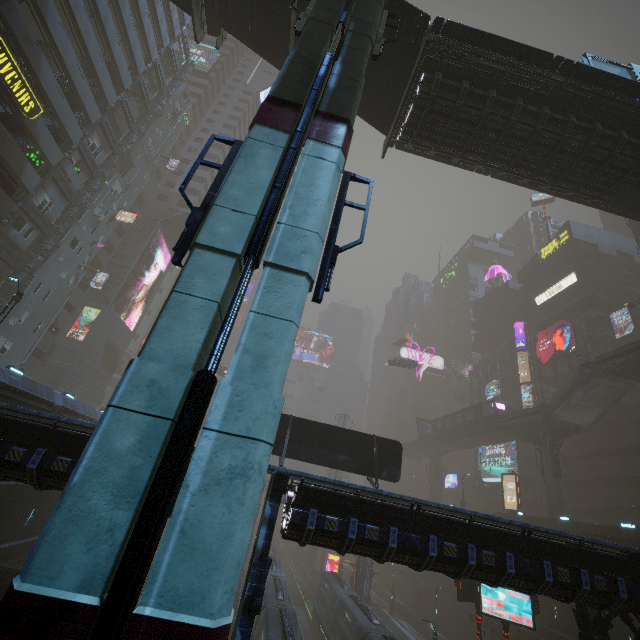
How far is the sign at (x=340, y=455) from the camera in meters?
16.1 m

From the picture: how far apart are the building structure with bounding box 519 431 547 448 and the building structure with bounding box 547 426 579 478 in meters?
0.7 m

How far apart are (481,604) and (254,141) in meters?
24.3 m

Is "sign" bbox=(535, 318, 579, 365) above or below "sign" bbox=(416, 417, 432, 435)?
above

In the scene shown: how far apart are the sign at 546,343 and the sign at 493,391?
9.0m

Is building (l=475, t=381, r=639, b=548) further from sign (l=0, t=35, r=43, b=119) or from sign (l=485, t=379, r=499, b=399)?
sign (l=485, t=379, r=499, b=399)

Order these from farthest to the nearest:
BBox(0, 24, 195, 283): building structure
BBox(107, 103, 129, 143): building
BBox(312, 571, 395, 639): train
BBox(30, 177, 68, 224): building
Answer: BBox(107, 103, 129, 143): building → BBox(30, 177, 68, 224): building → BBox(0, 24, 195, 283): building structure → BBox(312, 571, 395, 639): train

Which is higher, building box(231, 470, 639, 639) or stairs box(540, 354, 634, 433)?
stairs box(540, 354, 634, 433)
